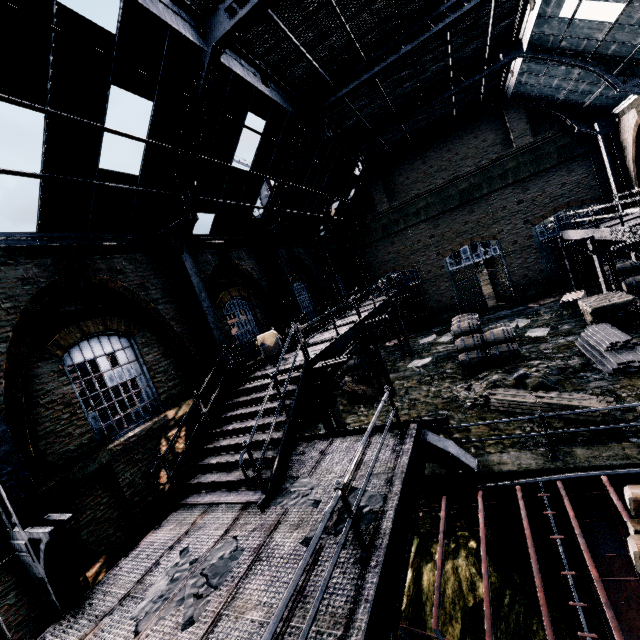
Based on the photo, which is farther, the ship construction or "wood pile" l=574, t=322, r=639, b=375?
"wood pile" l=574, t=322, r=639, b=375

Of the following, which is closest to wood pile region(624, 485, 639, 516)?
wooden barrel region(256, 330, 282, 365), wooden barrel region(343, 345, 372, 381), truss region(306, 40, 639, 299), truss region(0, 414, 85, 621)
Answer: truss region(0, 414, 85, 621)

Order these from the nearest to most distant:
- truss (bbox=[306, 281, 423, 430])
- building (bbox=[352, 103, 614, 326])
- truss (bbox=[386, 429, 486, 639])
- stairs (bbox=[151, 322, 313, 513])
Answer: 1. truss (bbox=[386, 429, 486, 639])
2. stairs (bbox=[151, 322, 313, 513])
3. truss (bbox=[306, 281, 423, 430])
4. building (bbox=[352, 103, 614, 326])

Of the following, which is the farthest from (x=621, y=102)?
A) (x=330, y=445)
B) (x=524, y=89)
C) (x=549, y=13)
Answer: (x=330, y=445)

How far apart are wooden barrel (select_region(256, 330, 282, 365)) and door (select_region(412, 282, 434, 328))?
16.3m

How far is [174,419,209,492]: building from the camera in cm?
940

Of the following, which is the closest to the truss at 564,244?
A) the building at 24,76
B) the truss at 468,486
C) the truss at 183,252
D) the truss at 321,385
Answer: the building at 24,76

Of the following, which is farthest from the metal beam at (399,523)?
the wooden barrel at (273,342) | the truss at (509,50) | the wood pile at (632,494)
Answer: the truss at (509,50)
